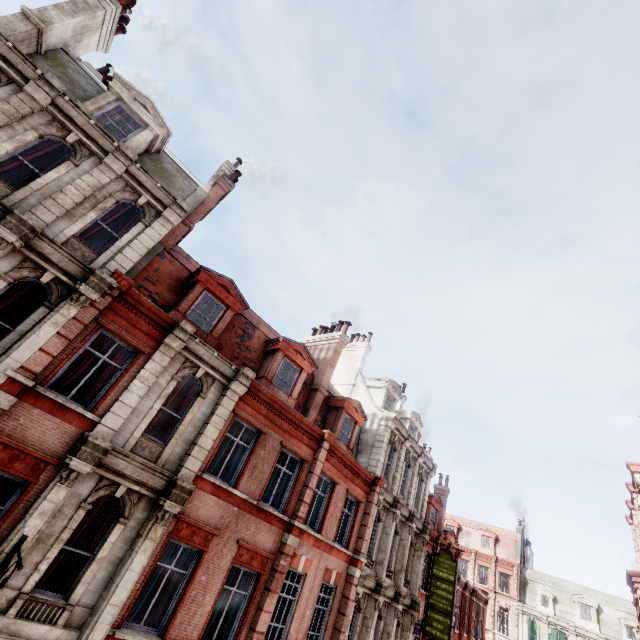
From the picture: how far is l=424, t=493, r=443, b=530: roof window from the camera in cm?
2484

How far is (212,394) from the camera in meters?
11.6 m

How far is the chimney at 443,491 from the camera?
27.70m

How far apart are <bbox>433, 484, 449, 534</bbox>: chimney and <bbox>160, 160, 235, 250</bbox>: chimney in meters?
29.6 m

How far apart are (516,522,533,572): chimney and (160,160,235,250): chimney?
57.6m

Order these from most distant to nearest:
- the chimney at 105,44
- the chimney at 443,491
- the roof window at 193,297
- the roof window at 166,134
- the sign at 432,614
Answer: the chimney at 443,491, the sign at 432,614, the roof window at 193,297, the roof window at 166,134, the chimney at 105,44

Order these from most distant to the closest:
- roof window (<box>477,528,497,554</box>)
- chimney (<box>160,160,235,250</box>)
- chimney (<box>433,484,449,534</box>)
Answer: roof window (<box>477,528,497,554</box>) < chimney (<box>433,484,449,534</box>) < chimney (<box>160,160,235,250</box>)

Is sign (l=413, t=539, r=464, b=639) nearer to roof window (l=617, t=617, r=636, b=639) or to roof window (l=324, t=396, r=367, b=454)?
roof window (l=324, t=396, r=367, b=454)
